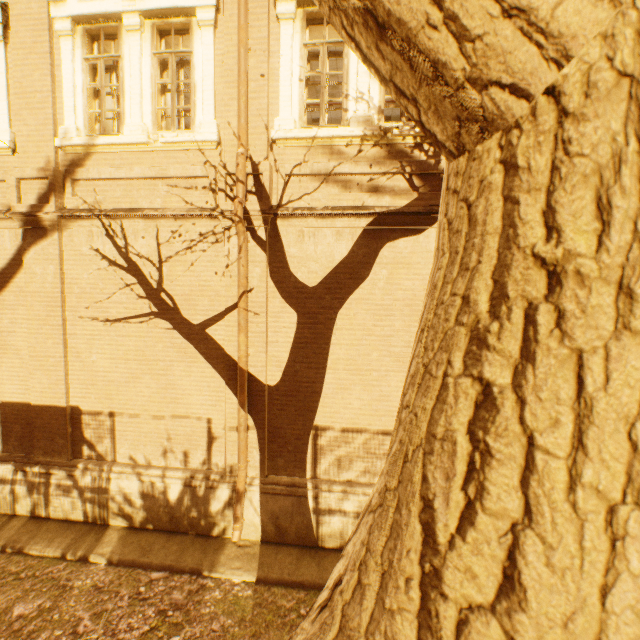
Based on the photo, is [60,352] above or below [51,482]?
above
